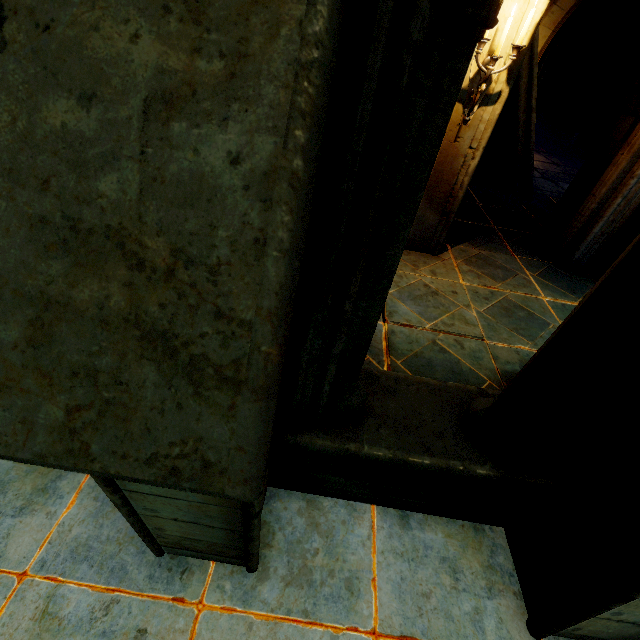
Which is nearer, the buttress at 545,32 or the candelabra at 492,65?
the candelabra at 492,65

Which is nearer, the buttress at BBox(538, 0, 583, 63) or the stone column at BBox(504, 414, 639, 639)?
the stone column at BBox(504, 414, 639, 639)

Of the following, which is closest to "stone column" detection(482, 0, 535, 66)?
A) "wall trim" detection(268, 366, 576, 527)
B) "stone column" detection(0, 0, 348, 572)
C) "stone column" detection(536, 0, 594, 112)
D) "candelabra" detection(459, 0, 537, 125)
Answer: "candelabra" detection(459, 0, 537, 125)

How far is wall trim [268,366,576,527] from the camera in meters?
2.0

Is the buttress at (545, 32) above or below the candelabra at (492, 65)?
above

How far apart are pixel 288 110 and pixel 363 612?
2.8m

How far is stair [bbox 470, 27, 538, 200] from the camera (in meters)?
7.68

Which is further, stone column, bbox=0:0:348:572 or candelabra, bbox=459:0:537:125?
candelabra, bbox=459:0:537:125
